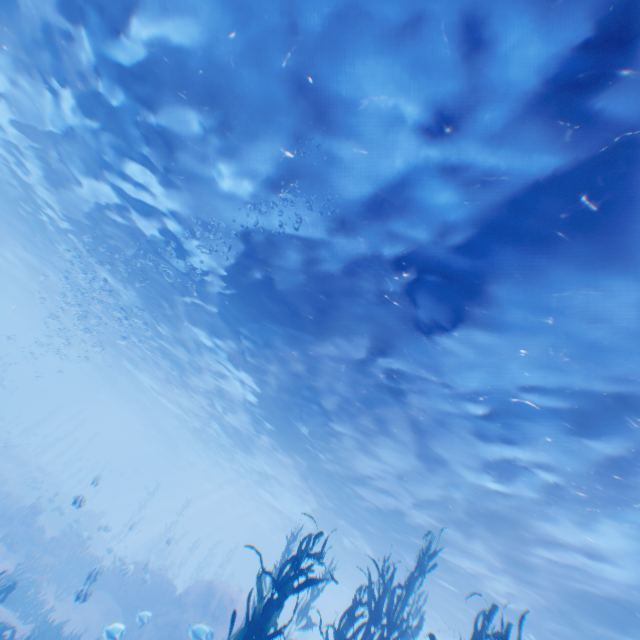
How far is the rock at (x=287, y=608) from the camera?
50.1m

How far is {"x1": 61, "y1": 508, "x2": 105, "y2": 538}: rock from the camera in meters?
21.0

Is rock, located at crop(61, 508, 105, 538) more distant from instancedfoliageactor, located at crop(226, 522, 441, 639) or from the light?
instancedfoliageactor, located at crop(226, 522, 441, 639)

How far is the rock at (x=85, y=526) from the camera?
21.0 meters

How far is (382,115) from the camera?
6.2m

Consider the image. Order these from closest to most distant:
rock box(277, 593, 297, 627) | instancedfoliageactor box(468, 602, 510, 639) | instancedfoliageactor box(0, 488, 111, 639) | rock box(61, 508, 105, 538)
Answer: instancedfoliageactor box(468, 602, 510, 639) → instancedfoliageactor box(0, 488, 111, 639) → rock box(61, 508, 105, 538) → rock box(277, 593, 297, 627)

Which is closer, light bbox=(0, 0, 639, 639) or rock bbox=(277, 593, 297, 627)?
light bbox=(0, 0, 639, 639)

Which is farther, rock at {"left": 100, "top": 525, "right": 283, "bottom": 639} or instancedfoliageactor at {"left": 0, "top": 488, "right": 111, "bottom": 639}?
rock at {"left": 100, "top": 525, "right": 283, "bottom": 639}
